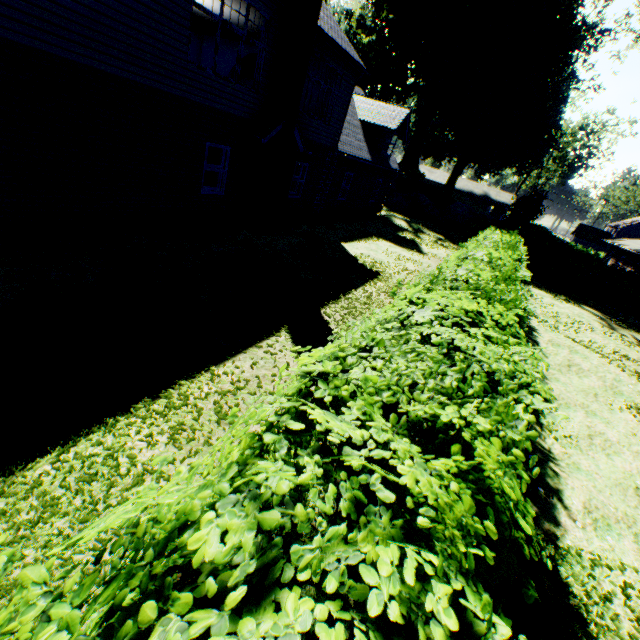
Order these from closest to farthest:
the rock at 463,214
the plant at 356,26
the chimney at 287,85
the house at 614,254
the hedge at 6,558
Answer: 1. the hedge at 6,558
2. the chimney at 287,85
3. the plant at 356,26
4. the house at 614,254
5. the rock at 463,214

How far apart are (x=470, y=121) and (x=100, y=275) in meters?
59.7 m

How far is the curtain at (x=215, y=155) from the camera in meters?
10.6

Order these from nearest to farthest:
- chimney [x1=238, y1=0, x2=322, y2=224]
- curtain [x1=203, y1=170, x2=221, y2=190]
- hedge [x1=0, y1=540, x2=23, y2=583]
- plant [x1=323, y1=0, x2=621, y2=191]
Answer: hedge [x1=0, y1=540, x2=23, y2=583]
chimney [x1=238, y1=0, x2=322, y2=224]
curtain [x1=203, y1=170, x2=221, y2=190]
plant [x1=323, y1=0, x2=621, y2=191]

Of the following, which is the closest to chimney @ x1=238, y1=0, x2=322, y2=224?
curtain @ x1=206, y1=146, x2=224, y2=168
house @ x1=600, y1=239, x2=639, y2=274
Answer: curtain @ x1=206, y1=146, x2=224, y2=168

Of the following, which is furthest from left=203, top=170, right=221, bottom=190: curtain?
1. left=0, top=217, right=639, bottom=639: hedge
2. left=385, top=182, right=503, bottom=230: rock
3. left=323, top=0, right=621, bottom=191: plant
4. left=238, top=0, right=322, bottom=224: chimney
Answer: left=385, top=182, right=503, bottom=230: rock

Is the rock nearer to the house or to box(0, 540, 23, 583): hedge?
the house

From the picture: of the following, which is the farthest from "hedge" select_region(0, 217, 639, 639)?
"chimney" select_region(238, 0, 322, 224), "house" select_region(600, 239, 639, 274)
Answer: "house" select_region(600, 239, 639, 274)
